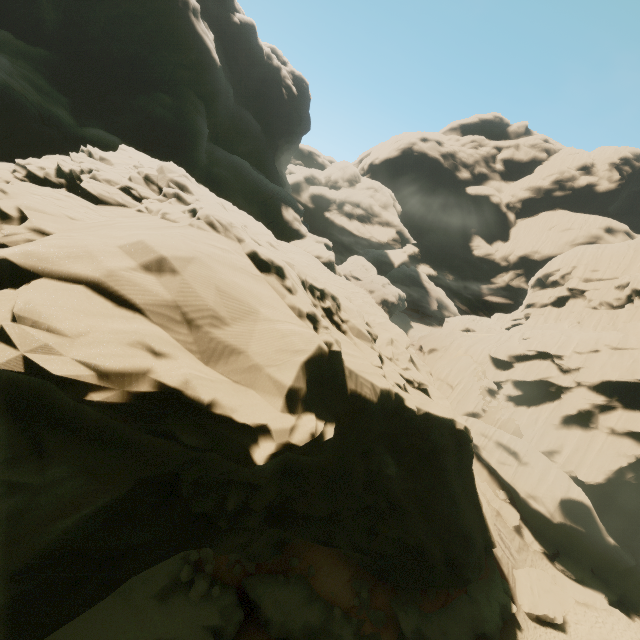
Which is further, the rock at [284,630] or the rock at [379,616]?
the rock at [379,616]

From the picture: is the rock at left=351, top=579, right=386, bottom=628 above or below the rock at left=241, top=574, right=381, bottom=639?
above

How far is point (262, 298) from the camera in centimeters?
1031cm

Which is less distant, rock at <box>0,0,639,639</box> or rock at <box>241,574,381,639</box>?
rock at <box>0,0,639,639</box>

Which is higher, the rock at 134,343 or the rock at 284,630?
the rock at 134,343
